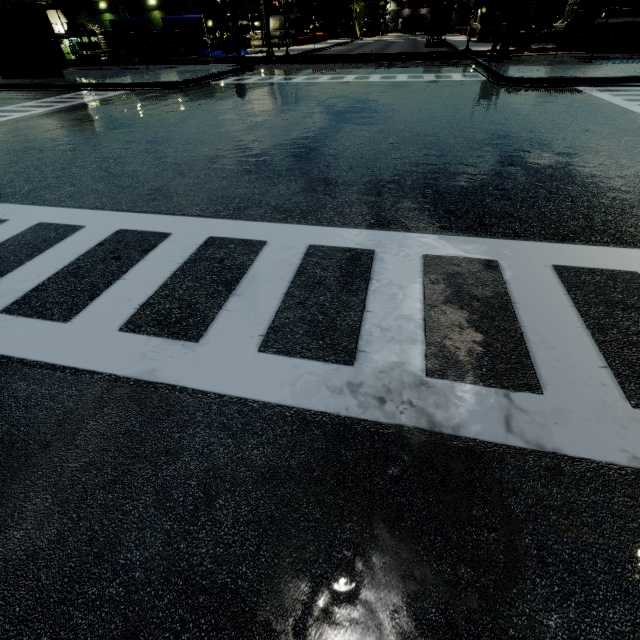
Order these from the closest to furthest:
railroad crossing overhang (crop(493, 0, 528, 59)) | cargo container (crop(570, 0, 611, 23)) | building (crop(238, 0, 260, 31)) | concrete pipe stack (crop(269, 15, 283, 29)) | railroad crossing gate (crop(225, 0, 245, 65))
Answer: railroad crossing overhang (crop(493, 0, 528, 59)) < railroad crossing gate (crop(225, 0, 245, 65)) < cargo container (crop(570, 0, 611, 23)) < building (crop(238, 0, 260, 31)) < concrete pipe stack (crop(269, 15, 283, 29))

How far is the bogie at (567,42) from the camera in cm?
2234

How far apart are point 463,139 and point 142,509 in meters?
9.0 m

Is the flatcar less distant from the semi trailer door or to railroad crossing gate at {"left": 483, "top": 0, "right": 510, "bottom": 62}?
railroad crossing gate at {"left": 483, "top": 0, "right": 510, "bottom": 62}

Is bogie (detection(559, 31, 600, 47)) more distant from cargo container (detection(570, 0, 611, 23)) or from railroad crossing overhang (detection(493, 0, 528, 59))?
railroad crossing overhang (detection(493, 0, 528, 59))

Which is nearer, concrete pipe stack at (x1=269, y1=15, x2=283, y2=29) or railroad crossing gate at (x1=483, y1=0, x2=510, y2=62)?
railroad crossing gate at (x1=483, y1=0, x2=510, y2=62)

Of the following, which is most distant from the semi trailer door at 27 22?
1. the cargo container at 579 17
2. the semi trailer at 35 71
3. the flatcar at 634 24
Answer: the flatcar at 634 24

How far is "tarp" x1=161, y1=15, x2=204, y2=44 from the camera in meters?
29.6 m
